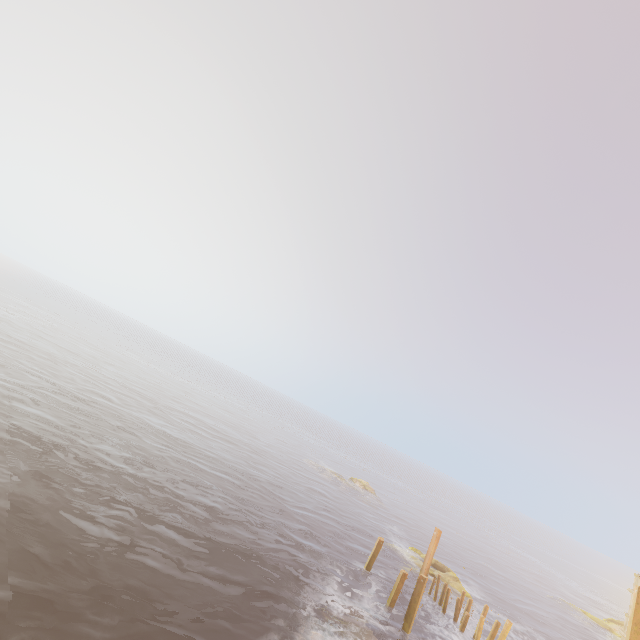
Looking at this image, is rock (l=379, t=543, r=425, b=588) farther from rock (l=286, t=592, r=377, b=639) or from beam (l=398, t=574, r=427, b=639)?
rock (l=286, t=592, r=377, b=639)

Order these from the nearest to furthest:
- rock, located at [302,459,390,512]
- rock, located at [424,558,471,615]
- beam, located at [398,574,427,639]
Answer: beam, located at [398,574,427,639] < rock, located at [424,558,471,615] < rock, located at [302,459,390,512]

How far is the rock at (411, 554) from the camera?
26.64m

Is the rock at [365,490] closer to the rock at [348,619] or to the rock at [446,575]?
the rock at [446,575]

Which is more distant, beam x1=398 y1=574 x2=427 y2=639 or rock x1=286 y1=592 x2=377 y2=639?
beam x1=398 y1=574 x2=427 y2=639

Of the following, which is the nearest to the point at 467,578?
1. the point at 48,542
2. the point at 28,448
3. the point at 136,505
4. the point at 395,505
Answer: the point at 395,505

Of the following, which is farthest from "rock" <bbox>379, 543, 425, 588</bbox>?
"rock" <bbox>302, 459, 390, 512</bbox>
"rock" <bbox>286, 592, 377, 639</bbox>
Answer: "rock" <bbox>302, 459, 390, 512</bbox>

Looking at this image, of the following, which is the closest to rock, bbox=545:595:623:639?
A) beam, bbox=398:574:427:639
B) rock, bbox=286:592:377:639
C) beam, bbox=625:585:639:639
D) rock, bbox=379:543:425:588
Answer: rock, bbox=379:543:425:588
